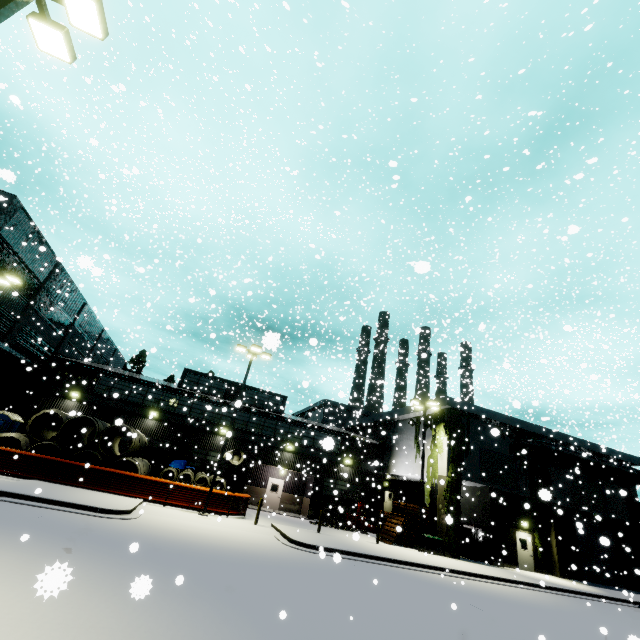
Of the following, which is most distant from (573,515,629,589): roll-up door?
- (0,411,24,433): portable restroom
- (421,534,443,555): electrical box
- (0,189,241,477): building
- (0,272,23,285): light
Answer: (0,272,23,285): light

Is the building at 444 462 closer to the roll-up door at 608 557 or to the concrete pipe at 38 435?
the roll-up door at 608 557

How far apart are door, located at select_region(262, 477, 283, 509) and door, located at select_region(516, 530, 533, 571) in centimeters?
1898cm

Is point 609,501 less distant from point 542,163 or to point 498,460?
point 498,460

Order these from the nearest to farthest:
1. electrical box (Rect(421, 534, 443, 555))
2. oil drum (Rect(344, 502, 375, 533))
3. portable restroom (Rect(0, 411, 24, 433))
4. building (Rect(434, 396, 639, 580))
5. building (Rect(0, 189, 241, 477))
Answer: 1. portable restroom (Rect(0, 411, 24, 433))
2. electrical box (Rect(421, 534, 443, 555))
3. building (Rect(0, 189, 241, 477))
4. building (Rect(434, 396, 639, 580))
5. oil drum (Rect(344, 502, 375, 533))

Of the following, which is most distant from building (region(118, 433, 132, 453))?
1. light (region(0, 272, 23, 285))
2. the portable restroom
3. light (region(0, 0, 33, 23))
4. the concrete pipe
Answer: light (region(0, 0, 33, 23))

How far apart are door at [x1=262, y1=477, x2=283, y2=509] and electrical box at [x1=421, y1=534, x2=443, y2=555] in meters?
12.4

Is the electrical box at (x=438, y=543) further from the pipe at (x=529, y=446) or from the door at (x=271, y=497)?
the door at (x=271, y=497)
